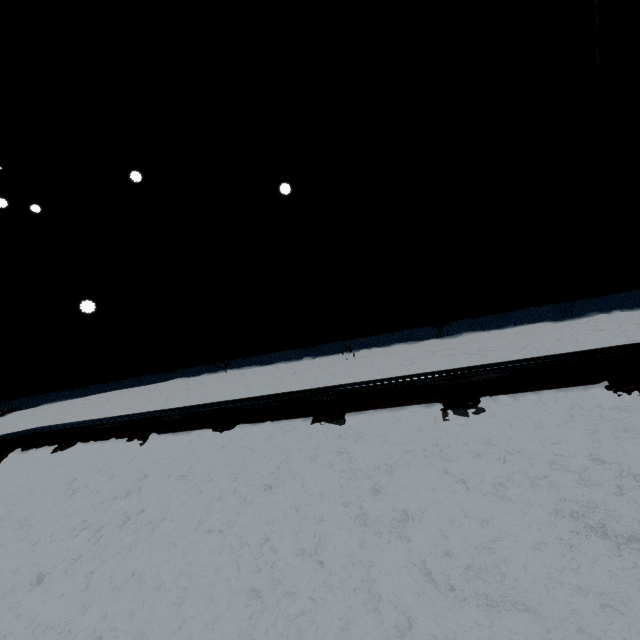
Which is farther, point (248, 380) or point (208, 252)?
point (208, 252)
